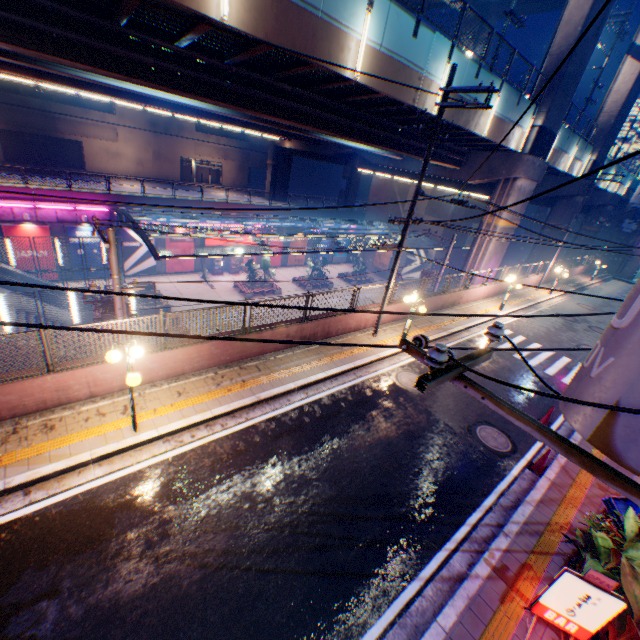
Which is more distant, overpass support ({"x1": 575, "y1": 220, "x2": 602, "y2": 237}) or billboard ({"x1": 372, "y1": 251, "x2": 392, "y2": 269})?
billboard ({"x1": 372, "y1": 251, "x2": 392, "y2": 269})

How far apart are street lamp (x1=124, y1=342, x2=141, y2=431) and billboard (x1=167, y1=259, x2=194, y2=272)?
25.4 meters

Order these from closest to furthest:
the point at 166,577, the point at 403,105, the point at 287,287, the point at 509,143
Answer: the point at 166,577, the point at 403,105, the point at 509,143, the point at 287,287

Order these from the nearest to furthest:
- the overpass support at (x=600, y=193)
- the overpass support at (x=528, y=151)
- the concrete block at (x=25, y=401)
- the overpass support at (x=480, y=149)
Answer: the concrete block at (x=25, y=401)
the overpass support at (x=480, y=149)
the overpass support at (x=528, y=151)
the overpass support at (x=600, y=193)

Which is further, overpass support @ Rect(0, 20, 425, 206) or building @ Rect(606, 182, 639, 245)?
building @ Rect(606, 182, 639, 245)

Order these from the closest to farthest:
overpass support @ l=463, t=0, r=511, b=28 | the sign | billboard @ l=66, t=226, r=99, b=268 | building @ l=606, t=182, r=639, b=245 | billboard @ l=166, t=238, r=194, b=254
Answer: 1. the sign
2. billboard @ l=66, t=226, r=99, b=268
3. billboard @ l=166, t=238, r=194, b=254
4. overpass support @ l=463, t=0, r=511, b=28
5. building @ l=606, t=182, r=639, b=245

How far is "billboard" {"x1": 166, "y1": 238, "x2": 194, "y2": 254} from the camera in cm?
2995

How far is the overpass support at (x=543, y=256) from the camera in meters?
32.3 m
